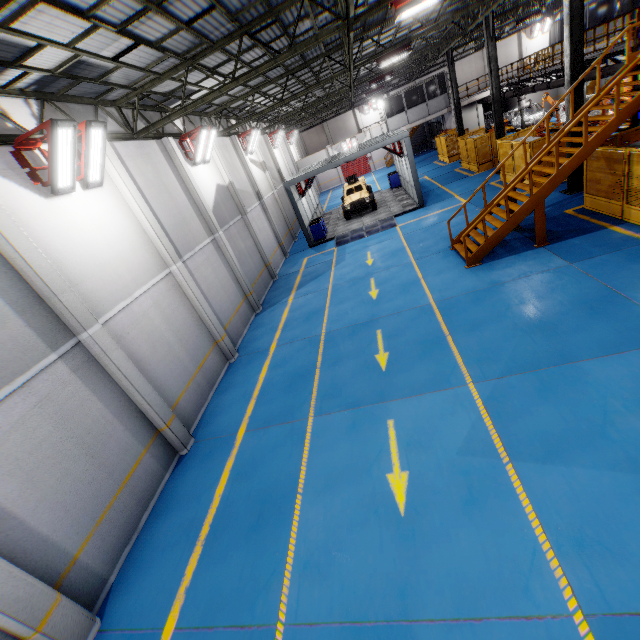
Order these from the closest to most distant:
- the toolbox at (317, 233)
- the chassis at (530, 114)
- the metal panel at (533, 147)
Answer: the metal panel at (533, 147) < the toolbox at (317, 233) < the chassis at (530, 114)

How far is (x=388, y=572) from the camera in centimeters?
480cm

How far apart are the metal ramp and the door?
27.78m

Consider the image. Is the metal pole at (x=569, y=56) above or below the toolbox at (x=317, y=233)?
above

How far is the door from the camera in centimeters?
4438cm

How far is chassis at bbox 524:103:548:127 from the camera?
27.3m

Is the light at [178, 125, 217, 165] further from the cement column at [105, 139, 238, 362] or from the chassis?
the chassis

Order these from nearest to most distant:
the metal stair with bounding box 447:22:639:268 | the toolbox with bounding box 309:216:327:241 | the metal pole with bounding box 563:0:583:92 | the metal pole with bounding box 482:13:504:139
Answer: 1. the metal stair with bounding box 447:22:639:268
2. the metal pole with bounding box 563:0:583:92
3. the metal pole with bounding box 482:13:504:139
4. the toolbox with bounding box 309:216:327:241
